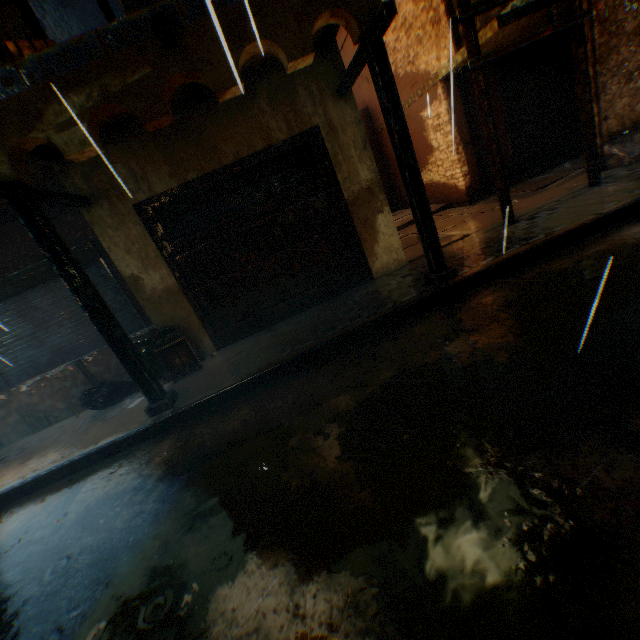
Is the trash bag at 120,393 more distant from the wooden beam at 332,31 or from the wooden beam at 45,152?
the wooden beam at 332,31

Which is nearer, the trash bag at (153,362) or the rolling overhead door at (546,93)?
the trash bag at (153,362)

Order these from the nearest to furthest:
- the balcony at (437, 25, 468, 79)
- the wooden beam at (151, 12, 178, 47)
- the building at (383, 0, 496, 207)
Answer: the wooden beam at (151, 12, 178, 47) → the balcony at (437, 25, 468, 79) → the building at (383, 0, 496, 207)

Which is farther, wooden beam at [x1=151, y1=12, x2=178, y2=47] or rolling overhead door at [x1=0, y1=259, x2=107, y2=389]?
rolling overhead door at [x1=0, y1=259, x2=107, y2=389]

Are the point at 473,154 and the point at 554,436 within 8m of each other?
no

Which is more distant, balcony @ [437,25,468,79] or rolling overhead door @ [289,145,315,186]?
balcony @ [437,25,468,79]

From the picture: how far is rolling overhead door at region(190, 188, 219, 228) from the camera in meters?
5.5 m
